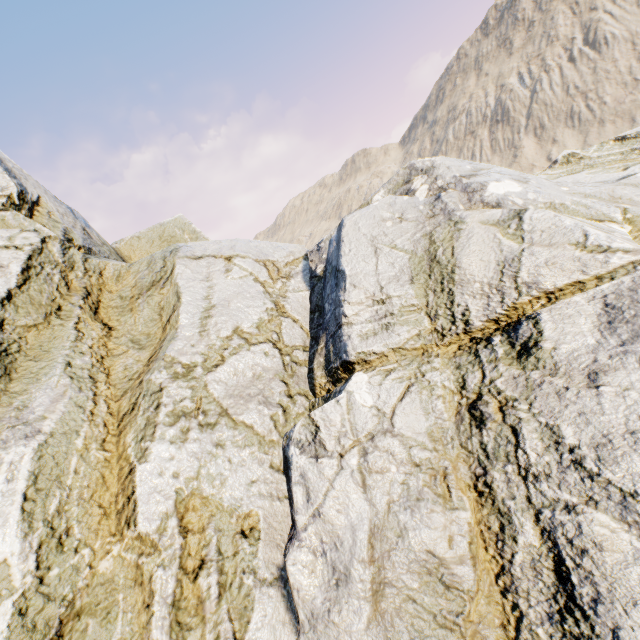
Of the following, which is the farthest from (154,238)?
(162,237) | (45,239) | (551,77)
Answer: (551,77)
